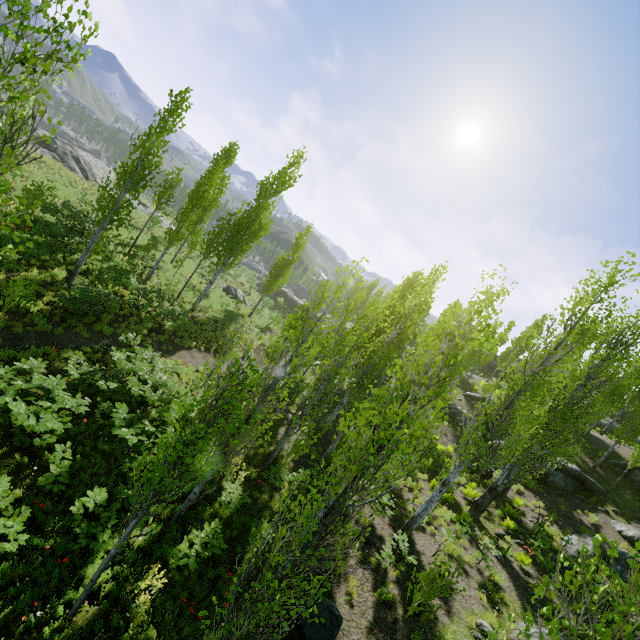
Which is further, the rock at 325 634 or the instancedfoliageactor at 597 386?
the rock at 325 634

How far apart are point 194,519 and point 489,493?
13.1 meters

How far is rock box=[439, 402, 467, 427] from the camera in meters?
26.1 m

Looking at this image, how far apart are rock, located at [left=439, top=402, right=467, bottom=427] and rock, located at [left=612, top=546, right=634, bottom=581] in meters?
10.7 m

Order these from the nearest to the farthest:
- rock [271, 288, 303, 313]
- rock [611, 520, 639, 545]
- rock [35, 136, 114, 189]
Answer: rock [611, 520, 639, 545], rock [35, 136, 114, 189], rock [271, 288, 303, 313]

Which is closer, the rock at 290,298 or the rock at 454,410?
the rock at 454,410

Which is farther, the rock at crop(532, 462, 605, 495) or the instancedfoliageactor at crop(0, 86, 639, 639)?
the rock at crop(532, 462, 605, 495)
